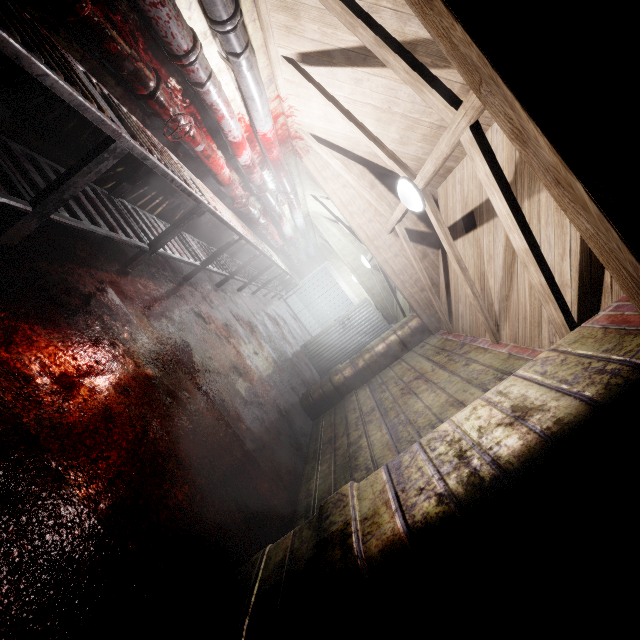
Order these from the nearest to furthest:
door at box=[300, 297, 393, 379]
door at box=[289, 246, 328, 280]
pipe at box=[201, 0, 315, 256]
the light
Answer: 1. pipe at box=[201, 0, 315, 256]
2. the light
3. door at box=[300, 297, 393, 379]
4. door at box=[289, 246, 328, 280]

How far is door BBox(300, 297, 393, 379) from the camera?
7.01m

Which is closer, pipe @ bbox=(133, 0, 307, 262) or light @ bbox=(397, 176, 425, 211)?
pipe @ bbox=(133, 0, 307, 262)

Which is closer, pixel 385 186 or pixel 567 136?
pixel 567 136

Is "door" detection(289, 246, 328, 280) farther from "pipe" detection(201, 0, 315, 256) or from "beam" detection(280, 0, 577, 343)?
"beam" detection(280, 0, 577, 343)

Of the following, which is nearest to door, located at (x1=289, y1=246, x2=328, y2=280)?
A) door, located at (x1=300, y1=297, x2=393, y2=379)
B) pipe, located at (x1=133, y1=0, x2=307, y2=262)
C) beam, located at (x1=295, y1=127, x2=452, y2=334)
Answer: pipe, located at (x1=133, y1=0, x2=307, y2=262)

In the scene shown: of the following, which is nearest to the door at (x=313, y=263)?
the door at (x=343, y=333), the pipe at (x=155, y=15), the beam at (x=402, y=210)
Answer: the pipe at (x=155, y=15)

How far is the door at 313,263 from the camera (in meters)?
10.66
